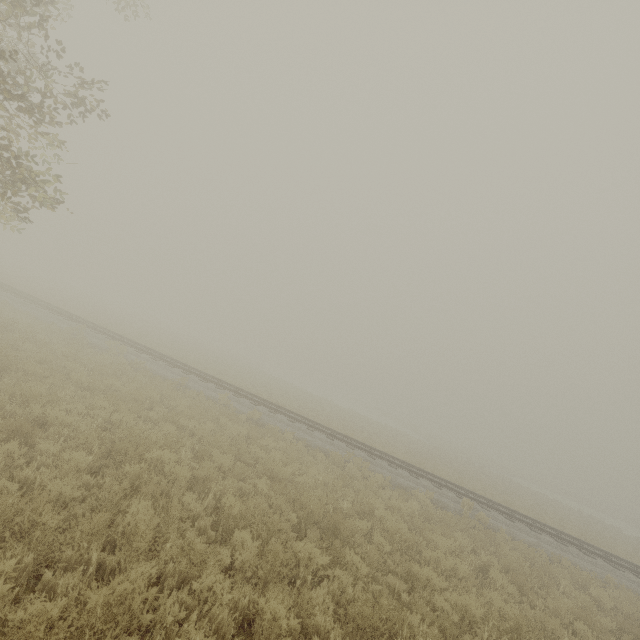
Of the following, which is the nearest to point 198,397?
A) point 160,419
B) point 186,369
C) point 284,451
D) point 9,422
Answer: point 160,419
